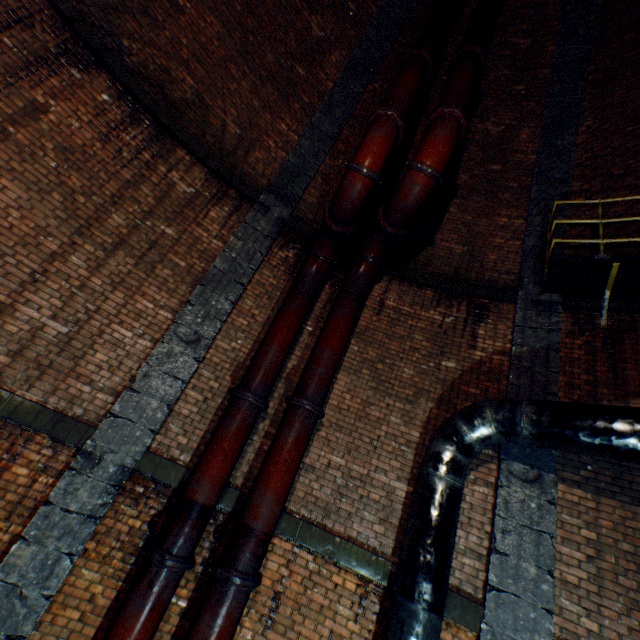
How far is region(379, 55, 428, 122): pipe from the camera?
4.9 meters

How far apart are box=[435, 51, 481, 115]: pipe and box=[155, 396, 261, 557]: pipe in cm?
517

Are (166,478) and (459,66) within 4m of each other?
no

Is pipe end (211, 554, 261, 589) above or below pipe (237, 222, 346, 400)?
below

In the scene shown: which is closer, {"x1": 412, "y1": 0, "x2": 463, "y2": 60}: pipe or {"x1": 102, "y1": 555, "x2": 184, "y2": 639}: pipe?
{"x1": 102, "y1": 555, "x2": 184, "y2": 639}: pipe

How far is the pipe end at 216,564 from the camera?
3.65m

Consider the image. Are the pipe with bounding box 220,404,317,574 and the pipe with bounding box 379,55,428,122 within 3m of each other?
no

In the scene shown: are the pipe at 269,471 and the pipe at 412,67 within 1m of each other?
no
